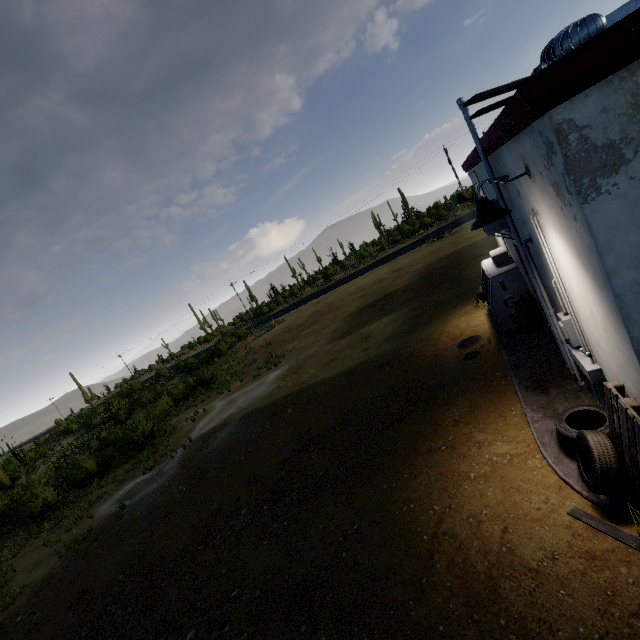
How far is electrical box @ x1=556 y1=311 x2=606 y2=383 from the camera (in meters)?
4.06

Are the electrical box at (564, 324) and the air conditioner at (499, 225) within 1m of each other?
no

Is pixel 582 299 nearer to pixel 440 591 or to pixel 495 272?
pixel 440 591

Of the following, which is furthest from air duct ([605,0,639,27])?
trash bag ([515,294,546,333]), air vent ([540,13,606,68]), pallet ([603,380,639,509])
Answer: pallet ([603,380,639,509])

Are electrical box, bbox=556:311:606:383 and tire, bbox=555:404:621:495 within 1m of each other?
yes

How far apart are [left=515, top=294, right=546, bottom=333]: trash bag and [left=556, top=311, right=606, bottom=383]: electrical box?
2.8m

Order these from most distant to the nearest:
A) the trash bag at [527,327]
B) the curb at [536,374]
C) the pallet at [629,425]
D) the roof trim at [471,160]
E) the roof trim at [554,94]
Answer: the trash bag at [527,327], the roof trim at [471,160], the curb at [536,374], the pallet at [629,425], the roof trim at [554,94]

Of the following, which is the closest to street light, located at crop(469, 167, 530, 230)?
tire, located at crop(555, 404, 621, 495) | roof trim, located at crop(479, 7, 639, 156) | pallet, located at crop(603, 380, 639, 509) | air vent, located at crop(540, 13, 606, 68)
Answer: roof trim, located at crop(479, 7, 639, 156)
